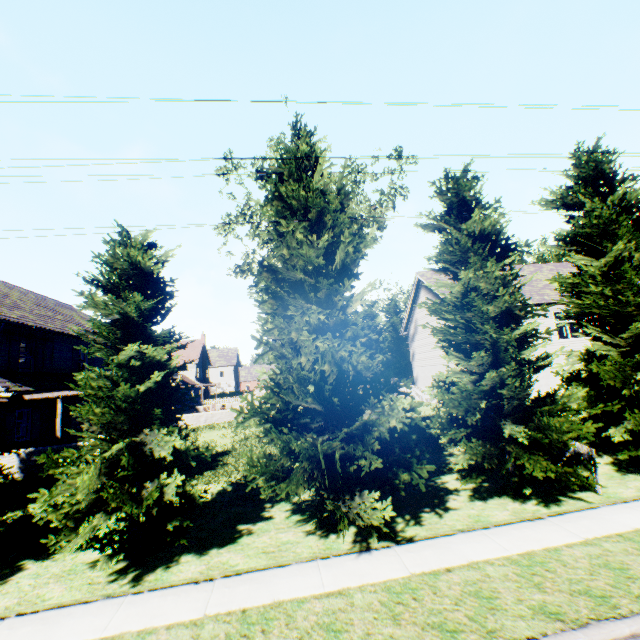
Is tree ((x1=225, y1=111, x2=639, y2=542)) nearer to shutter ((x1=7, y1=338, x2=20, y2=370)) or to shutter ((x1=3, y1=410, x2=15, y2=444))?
shutter ((x1=3, y1=410, x2=15, y2=444))

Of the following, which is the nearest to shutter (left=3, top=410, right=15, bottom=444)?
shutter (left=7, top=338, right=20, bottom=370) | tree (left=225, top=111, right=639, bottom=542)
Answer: shutter (left=7, top=338, right=20, bottom=370)

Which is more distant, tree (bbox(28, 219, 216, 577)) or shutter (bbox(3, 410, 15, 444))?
shutter (bbox(3, 410, 15, 444))

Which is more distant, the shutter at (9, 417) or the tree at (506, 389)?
the shutter at (9, 417)

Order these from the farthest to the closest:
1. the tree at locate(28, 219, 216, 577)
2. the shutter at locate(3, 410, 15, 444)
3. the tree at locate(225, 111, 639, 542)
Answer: the shutter at locate(3, 410, 15, 444), the tree at locate(225, 111, 639, 542), the tree at locate(28, 219, 216, 577)

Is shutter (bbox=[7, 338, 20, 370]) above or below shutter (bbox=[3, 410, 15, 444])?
above

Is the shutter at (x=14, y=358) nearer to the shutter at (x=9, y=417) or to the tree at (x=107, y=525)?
the shutter at (x=9, y=417)

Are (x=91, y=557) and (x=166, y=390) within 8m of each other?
yes
